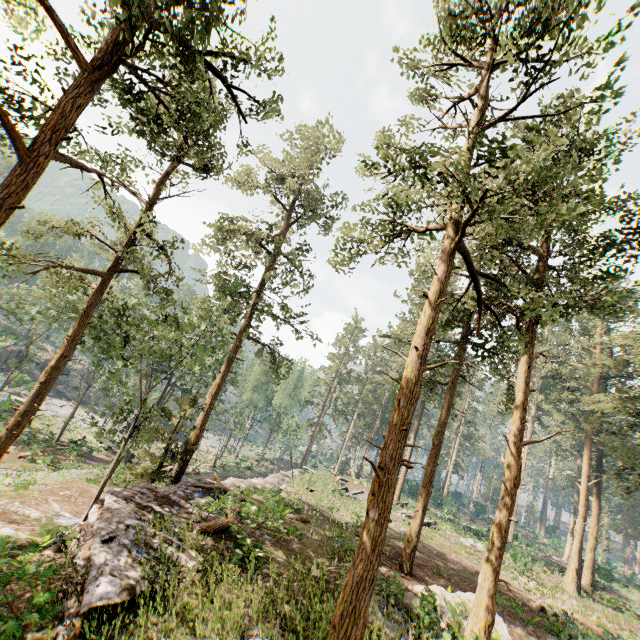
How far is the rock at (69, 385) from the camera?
53.34m

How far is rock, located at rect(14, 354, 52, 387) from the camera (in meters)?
45.70

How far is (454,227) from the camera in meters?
10.6

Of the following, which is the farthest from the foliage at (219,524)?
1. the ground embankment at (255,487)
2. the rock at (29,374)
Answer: the rock at (29,374)

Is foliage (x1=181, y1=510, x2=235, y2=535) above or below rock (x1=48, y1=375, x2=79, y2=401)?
above

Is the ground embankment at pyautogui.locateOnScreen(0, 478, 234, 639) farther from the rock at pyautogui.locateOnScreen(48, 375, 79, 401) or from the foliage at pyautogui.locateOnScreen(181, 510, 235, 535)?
the rock at pyautogui.locateOnScreen(48, 375, 79, 401)

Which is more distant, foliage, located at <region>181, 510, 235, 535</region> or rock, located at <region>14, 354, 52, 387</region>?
rock, located at <region>14, 354, 52, 387</region>

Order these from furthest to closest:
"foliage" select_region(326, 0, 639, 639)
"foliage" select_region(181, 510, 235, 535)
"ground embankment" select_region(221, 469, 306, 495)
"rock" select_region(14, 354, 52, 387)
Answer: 1. "rock" select_region(14, 354, 52, 387)
2. "ground embankment" select_region(221, 469, 306, 495)
3. "foliage" select_region(181, 510, 235, 535)
4. "foliage" select_region(326, 0, 639, 639)
